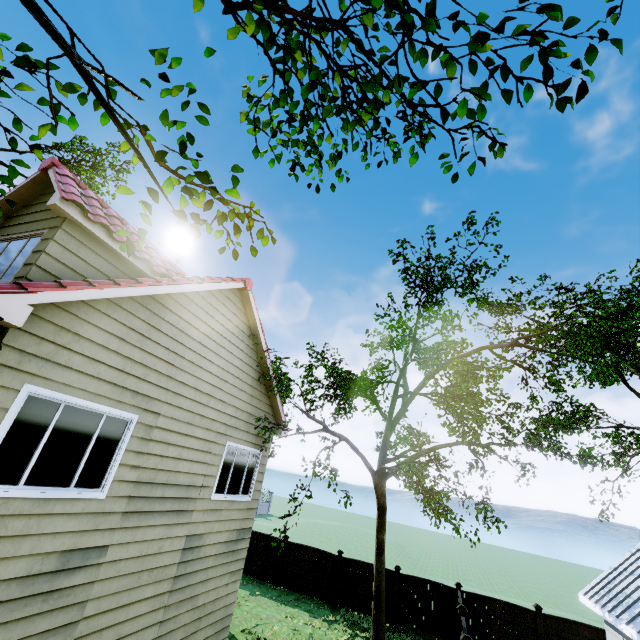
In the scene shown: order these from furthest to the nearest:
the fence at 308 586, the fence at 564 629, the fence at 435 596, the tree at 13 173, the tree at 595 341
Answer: the fence at 308 586 < the fence at 435 596 < the fence at 564 629 < the tree at 595 341 < the tree at 13 173

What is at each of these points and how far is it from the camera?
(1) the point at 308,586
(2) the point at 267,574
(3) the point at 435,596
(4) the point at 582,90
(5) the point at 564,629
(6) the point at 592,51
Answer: (1) fence, 15.1 meters
(2) fence, 15.9 meters
(3) fence, 13.5 meters
(4) tree, 3.0 meters
(5) fence, 11.9 meters
(6) tree, 2.6 meters

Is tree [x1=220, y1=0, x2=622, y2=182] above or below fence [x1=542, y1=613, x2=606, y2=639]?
above

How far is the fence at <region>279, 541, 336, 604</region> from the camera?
14.9m

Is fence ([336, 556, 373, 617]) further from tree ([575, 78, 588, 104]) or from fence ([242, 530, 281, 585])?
tree ([575, 78, 588, 104])

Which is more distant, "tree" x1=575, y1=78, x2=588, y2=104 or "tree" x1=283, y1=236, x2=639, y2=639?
"tree" x1=283, y1=236, x2=639, y2=639

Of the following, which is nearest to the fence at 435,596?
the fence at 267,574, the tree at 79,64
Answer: the fence at 267,574

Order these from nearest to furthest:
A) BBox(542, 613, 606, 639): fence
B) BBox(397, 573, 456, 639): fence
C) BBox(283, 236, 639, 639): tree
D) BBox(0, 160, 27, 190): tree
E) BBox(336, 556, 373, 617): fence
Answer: BBox(0, 160, 27, 190): tree < BBox(283, 236, 639, 639): tree < BBox(542, 613, 606, 639): fence < BBox(397, 573, 456, 639): fence < BBox(336, 556, 373, 617): fence
